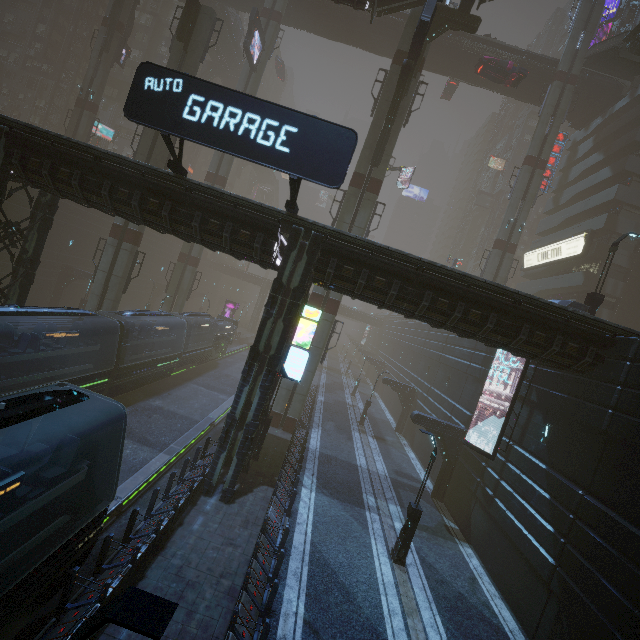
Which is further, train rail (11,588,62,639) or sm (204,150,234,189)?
sm (204,150,234,189)

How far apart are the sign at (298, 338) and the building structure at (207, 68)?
55.7m

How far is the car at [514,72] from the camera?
28.7m

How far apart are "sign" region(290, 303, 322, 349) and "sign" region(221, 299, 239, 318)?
39.77m

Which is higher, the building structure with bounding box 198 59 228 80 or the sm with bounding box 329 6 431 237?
the building structure with bounding box 198 59 228 80

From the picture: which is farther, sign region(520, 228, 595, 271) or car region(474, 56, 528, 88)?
sign region(520, 228, 595, 271)

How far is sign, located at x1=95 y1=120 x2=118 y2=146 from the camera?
45.22m

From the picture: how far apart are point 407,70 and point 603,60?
25.7m
